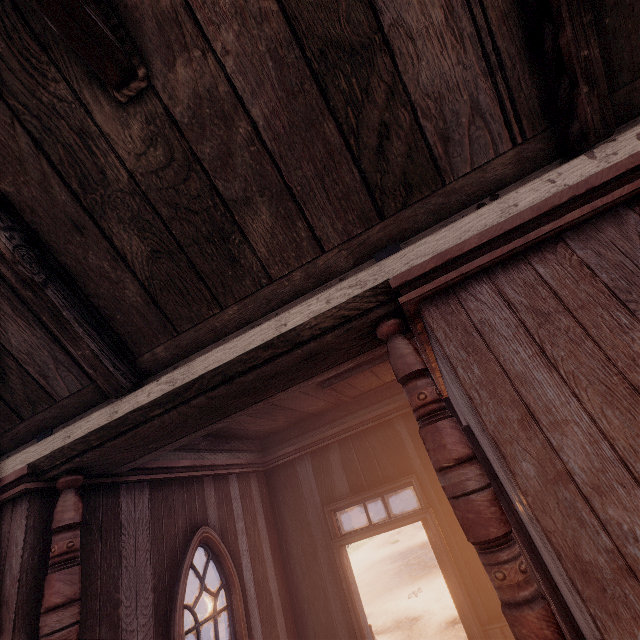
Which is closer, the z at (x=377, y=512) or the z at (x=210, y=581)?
the z at (x=210, y=581)

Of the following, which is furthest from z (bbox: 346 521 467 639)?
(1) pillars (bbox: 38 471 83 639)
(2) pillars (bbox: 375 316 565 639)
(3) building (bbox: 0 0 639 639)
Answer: (1) pillars (bbox: 38 471 83 639)

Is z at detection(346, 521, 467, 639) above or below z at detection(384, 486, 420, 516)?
below

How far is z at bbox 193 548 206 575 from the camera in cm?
2469

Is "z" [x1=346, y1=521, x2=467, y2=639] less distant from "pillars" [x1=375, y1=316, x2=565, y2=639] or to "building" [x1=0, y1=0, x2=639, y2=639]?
"building" [x1=0, y1=0, x2=639, y2=639]

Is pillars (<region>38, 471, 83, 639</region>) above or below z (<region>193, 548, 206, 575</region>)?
above

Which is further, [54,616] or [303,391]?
[303,391]

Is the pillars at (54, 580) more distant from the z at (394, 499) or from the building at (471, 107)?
the z at (394, 499)
